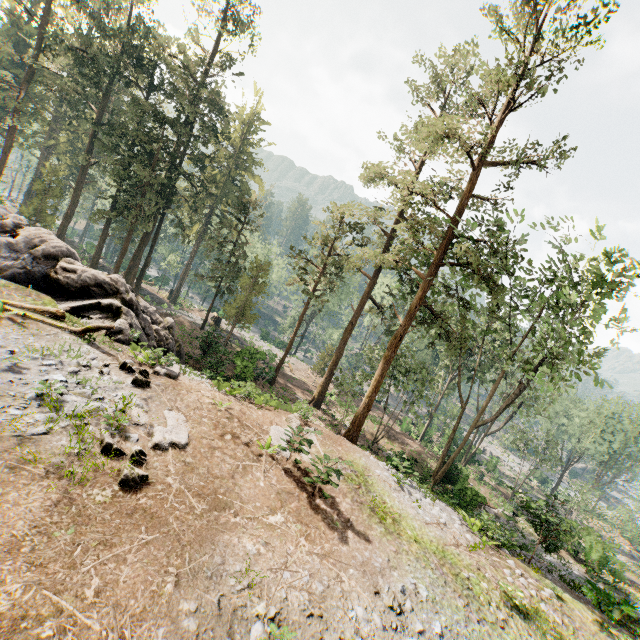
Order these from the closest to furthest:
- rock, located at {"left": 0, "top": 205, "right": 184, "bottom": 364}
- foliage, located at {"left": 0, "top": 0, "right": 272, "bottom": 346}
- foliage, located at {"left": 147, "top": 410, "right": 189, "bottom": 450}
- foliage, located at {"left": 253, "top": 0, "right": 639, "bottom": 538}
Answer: foliage, located at {"left": 147, "top": 410, "right": 189, "bottom": 450}
rock, located at {"left": 0, "top": 205, "right": 184, "bottom": 364}
foliage, located at {"left": 253, "top": 0, "right": 639, "bottom": 538}
foliage, located at {"left": 0, "top": 0, "right": 272, "bottom": 346}

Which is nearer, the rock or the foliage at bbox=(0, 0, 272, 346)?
the rock

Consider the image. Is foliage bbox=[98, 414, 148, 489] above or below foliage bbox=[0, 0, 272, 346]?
below

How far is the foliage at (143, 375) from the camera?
11.62m

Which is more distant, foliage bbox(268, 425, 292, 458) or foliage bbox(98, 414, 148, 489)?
foliage bbox(268, 425, 292, 458)

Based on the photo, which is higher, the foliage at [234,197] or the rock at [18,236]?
the foliage at [234,197]

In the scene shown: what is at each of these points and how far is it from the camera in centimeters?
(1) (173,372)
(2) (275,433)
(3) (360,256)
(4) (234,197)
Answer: (1) foliage, 1392cm
(2) foliage, 1274cm
(3) foliage, 2191cm
(4) foliage, 4647cm

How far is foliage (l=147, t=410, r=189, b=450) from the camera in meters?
9.2
